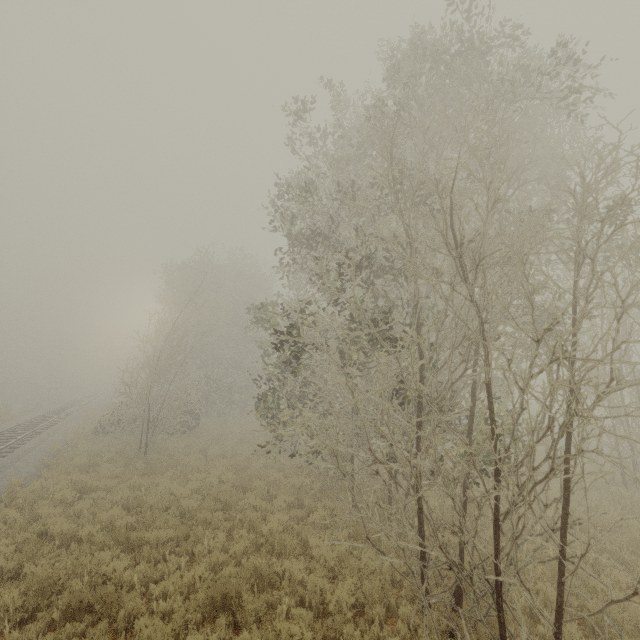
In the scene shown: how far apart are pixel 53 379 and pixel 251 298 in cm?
3199
